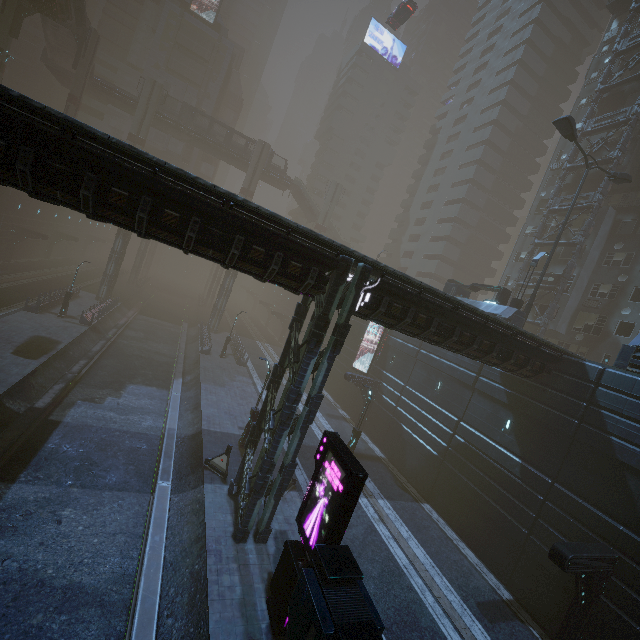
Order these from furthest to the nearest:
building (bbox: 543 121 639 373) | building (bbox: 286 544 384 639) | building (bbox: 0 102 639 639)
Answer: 1. building (bbox: 543 121 639 373)
2. building (bbox: 0 102 639 639)
3. building (bbox: 286 544 384 639)

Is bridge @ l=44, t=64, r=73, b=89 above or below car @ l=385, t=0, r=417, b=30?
below

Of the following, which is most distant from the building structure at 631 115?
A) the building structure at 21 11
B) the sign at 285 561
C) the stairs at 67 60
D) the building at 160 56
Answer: the building structure at 21 11

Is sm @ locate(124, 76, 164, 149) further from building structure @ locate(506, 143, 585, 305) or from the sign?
building structure @ locate(506, 143, 585, 305)

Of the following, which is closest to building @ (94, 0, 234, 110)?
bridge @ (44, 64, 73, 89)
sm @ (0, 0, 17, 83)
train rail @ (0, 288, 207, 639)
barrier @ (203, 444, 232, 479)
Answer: train rail @ (0, 288, 207, 639)

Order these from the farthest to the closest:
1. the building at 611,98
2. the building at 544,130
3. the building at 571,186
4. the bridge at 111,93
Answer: the bridge at 111,93 < the building at 544,130 < the building at 571,186 < the building at 611,98

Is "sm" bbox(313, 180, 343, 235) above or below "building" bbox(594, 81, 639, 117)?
below

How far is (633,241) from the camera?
27.7m
